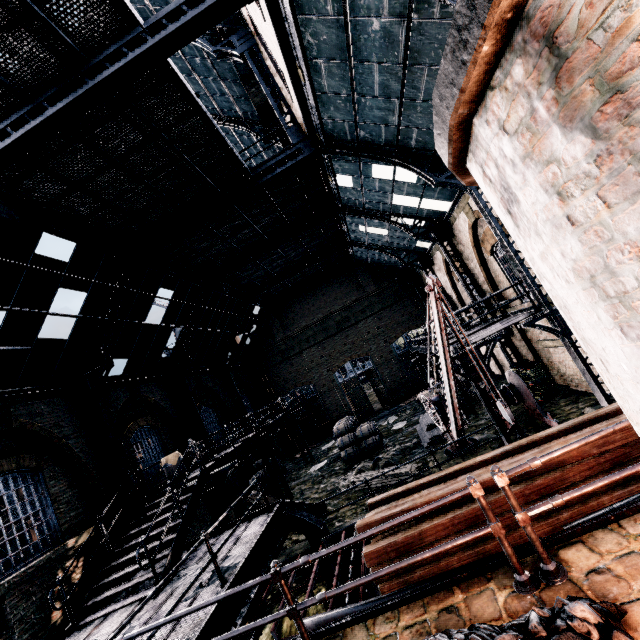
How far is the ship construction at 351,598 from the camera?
6.0 meters

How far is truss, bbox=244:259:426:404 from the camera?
28.7 meters

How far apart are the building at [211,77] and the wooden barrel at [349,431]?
19.88m

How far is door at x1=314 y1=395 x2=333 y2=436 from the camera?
29.8 meters

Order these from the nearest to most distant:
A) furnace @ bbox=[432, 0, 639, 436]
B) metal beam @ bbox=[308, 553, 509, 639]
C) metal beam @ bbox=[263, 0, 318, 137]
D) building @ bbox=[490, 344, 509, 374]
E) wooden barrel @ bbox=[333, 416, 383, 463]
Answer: furnace @ bbox=[432, 0, 639, 436]
metal beam @ bbox=[308, 553, 509, 639]
metal beam @ bbox=[263, 0, 318, 137]
wooden barrel @ bbox=[333, 416, 383, 463]
building @ bbox=[490, 344, 509, 374]

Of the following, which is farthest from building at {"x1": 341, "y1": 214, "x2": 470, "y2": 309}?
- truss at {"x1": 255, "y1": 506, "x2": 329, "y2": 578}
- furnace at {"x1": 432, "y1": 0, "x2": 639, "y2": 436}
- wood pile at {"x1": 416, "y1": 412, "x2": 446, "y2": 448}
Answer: truss at {"x1": 255, "y1": 506, "x2": 329, "y2": 578}

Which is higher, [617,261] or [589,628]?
[617,261]

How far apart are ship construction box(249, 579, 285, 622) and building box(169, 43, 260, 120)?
21.6m
